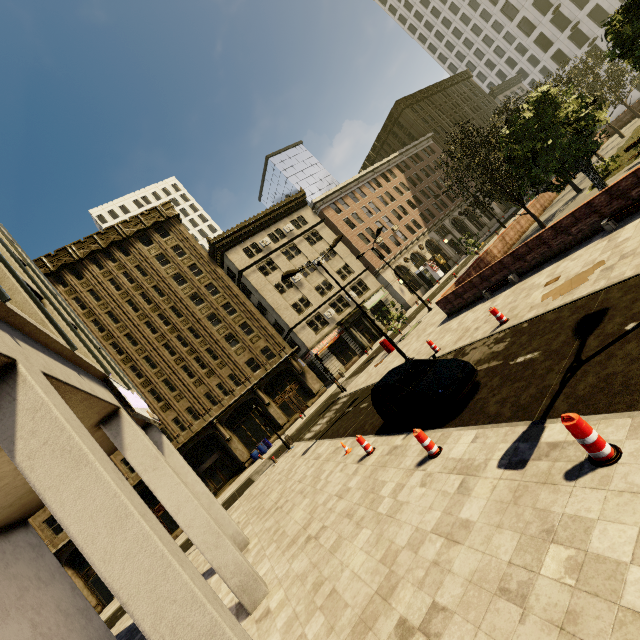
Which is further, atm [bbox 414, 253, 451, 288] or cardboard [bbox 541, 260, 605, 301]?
atm [bbox 414, 253, 451, 288]

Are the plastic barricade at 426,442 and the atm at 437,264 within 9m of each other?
no

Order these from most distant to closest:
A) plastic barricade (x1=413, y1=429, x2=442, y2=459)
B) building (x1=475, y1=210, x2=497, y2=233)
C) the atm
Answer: building (x1=475, y1=210, x2=497, y2=233), the atm, plastic barricade (x1=413, y1=429, x2=442, y2=459)

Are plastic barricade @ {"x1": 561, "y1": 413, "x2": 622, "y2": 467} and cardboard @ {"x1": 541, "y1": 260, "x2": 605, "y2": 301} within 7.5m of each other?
yes

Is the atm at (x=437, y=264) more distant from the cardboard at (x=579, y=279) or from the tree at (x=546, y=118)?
the cardboard at (x=579, y=279)

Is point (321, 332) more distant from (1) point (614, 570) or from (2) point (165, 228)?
(1) point (614, 570)

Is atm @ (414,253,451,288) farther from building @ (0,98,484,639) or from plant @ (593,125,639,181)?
plant @ (593,125,639,181)

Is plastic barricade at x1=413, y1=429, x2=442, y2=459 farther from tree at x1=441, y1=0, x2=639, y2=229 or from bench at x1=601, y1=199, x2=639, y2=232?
tree at x1=441, y1=0, x2=639, y2=229
